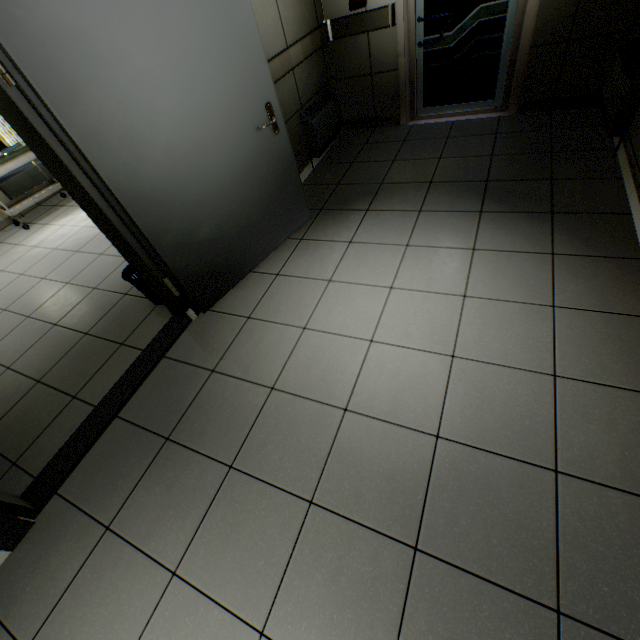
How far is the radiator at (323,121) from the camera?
3.6m

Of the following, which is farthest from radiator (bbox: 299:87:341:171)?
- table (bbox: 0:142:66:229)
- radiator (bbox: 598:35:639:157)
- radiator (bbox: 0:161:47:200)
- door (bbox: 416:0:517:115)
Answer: radiator (bbox: 0:161:47:200)

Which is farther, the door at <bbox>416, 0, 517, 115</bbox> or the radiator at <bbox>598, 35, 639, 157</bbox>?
the door at <bbox>416, 0, 517, 115</bbox>

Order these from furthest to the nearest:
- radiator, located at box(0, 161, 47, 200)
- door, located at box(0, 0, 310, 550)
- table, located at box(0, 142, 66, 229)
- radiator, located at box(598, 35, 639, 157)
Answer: radiator, located at box(0, 161, 47, 200)
table, located at box(0, 142, 66, 229)
radiator, located at box(598, 35, 639, 157)
door, located at box(0, 0, 310, 550)

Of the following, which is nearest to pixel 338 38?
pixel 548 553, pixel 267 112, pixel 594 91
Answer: pixel 267 112

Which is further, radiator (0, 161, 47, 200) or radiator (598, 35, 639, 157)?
radiator (0, 161, 47, 200)

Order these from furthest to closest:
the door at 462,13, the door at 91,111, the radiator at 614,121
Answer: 1. the door at 462,13
2. the radiator at 614,121
3. the door at 91,111

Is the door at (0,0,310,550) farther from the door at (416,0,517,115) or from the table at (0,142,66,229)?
the table at (0,142,66,229)
